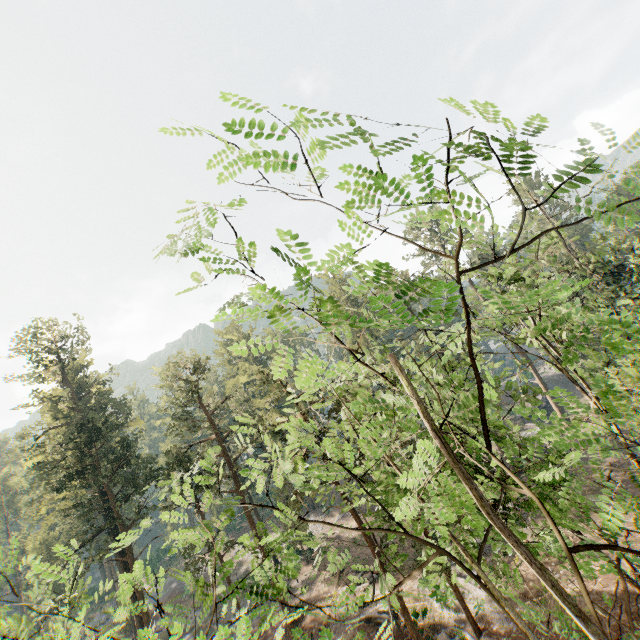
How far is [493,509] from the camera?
7.4m
